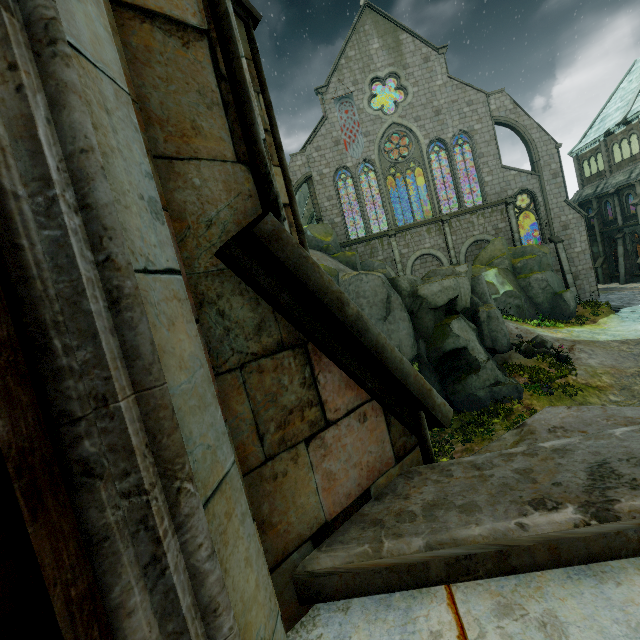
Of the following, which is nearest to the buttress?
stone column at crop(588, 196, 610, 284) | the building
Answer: the building

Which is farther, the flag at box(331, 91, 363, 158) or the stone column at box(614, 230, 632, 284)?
the stone column at box(614, 230, 632, 284)

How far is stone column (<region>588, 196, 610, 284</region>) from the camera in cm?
3259

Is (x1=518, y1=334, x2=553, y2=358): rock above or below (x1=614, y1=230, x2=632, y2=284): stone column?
below

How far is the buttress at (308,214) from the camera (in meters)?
42.16

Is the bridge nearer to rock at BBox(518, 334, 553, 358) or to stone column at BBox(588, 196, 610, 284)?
rock at BBox(518, 334, 553, 358)

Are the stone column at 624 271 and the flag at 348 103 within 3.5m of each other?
no

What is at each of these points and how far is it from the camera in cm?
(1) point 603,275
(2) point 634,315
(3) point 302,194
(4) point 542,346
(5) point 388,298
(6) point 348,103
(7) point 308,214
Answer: (1) stone column, 3303
(2) stair, 2206
(3) rock, 4991
(4) rock, 1881
(5) rock, 1606
(6) flag, 2953
(7) buttress, 4231
